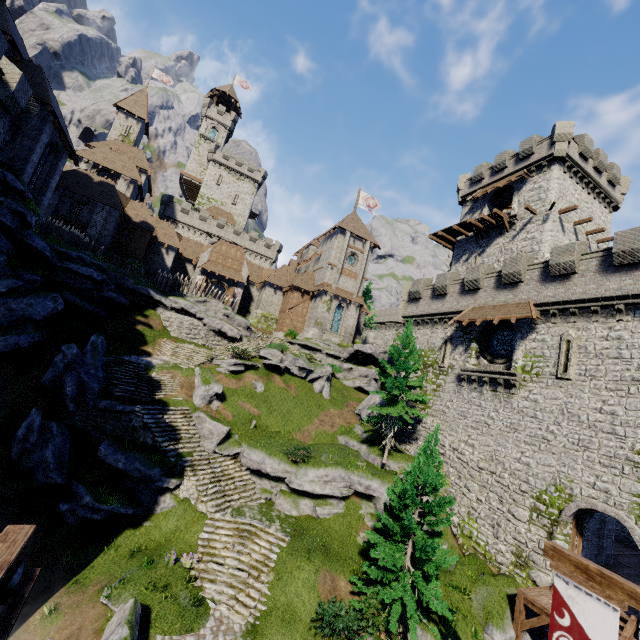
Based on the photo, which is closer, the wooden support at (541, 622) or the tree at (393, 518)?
the tree at (393, 518)

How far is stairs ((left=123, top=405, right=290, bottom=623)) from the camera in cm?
1355

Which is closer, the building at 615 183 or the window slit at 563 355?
the window slit at 563 355

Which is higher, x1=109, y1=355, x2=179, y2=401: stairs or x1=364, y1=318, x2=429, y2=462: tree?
x1=364, y1=318, x2=429, y2=462: tree

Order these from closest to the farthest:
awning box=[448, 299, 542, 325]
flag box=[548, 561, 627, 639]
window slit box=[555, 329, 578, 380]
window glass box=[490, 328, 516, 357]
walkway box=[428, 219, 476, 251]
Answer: flag box=[548, 561, 627, 639] → window slit box=[555, 329, 578, 380] → awning box=[448, 299, 542, 325] → window glass box=[490, 328, 516, 357] → walkway box=[428, 219, 476, 251]

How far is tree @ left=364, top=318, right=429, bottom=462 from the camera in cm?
2222

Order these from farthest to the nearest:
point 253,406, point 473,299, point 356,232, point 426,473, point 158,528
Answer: point 356,232 → point 253,406 → point 473,299 → point 158,528 → point 426,473

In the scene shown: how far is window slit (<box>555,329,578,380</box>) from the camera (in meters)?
17.16
